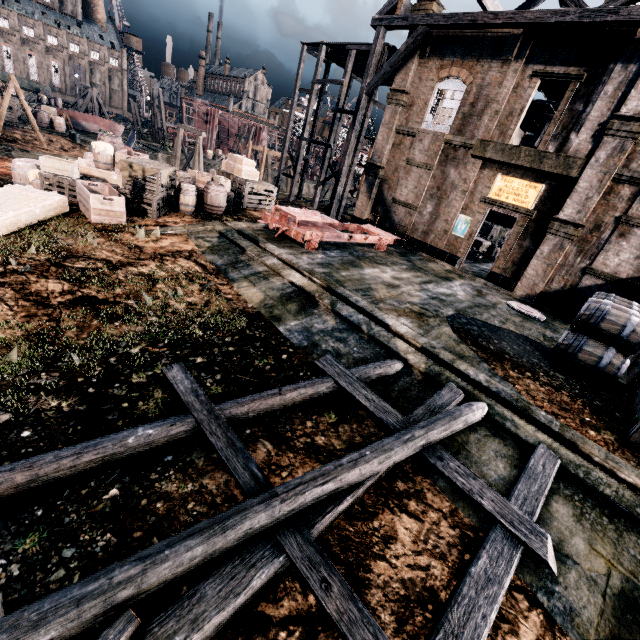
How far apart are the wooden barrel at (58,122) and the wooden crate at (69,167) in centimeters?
2890cm

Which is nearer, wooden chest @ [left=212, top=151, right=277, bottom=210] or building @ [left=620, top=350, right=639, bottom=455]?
building @ [left=620, top=350, right=639, bottom=455]

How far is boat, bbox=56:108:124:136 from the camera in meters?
37.5

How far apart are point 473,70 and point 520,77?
2.61m

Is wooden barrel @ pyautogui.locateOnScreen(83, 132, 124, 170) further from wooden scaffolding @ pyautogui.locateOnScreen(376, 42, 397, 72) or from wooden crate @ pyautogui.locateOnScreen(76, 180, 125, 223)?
wooden scaffolding @ pyautogui.locateOnScreen(376, 42, 397, 72)

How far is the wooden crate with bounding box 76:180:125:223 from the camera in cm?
1177

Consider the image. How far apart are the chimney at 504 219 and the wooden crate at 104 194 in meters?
33.8

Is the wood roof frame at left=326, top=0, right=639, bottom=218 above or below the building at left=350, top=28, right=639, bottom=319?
above
